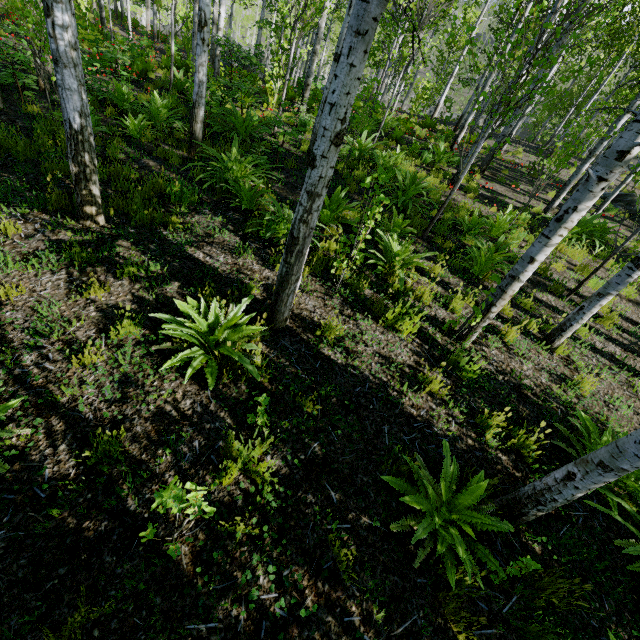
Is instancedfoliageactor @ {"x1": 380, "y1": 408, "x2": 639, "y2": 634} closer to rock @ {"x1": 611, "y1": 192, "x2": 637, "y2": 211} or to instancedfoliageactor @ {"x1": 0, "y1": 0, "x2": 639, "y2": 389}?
instancedfoliageactor @ {"x1": 0, "y1": 0, "x2": 639, "y2": 389}

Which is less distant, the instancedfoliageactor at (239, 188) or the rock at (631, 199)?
the instancedfoliageactor at (239, 188)

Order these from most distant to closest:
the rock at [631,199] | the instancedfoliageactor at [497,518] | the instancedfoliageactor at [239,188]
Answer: the rock at [631,199] < the instancedfoliageactor at [239,188] < the instancedfoliageactor at [497,518]

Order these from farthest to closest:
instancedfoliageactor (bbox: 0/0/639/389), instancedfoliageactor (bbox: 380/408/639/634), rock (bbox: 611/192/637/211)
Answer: rock (bbox: 611/192/637/211) → instancedfoliageactor (bbox: 0/0/639/389) → instancedfoliageactor (bbox: 380/408/639/634)

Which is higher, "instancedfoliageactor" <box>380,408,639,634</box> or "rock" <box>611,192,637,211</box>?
"rock" <box>611,192,637,211</box>

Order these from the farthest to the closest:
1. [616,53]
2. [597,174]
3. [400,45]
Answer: [616,53]
[400,45]
[597,174]
